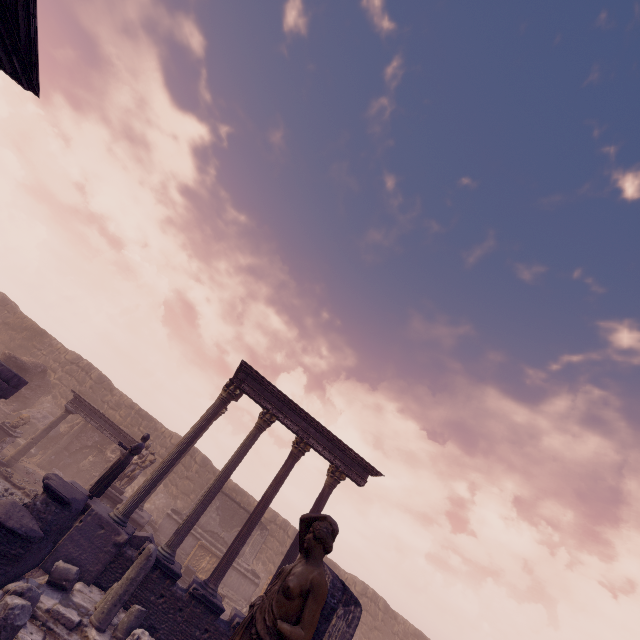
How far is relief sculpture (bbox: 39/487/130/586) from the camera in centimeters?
895cm

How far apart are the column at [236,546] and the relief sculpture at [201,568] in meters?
7.4

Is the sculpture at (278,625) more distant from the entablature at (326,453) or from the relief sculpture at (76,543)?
the entablature at (326,453)

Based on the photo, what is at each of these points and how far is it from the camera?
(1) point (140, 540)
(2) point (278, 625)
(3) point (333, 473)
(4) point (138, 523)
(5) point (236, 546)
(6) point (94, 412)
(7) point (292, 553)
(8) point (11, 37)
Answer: (1) altar, 10.51m
(2) sculpture, 2.39m
(3) column, 12.93m
(4) relief sculpture, 13.45m
(5) column, 10.87m
(6) entablature, 15.43m
(7) column, 11.39m
(8) building, 6.46m

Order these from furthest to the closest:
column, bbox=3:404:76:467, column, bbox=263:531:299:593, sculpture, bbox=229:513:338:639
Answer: column, bbox=3:404:76:467, column, bbox=263:531:299:593, sculpture, bbox=229:513:338:639

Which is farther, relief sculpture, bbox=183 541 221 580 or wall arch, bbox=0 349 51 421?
relief sculpture, bbox=183 541 221 580

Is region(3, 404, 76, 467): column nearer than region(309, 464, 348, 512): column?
No

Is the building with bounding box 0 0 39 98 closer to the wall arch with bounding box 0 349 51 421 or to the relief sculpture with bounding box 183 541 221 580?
the wall arch with bounding box 0 349 51 421
